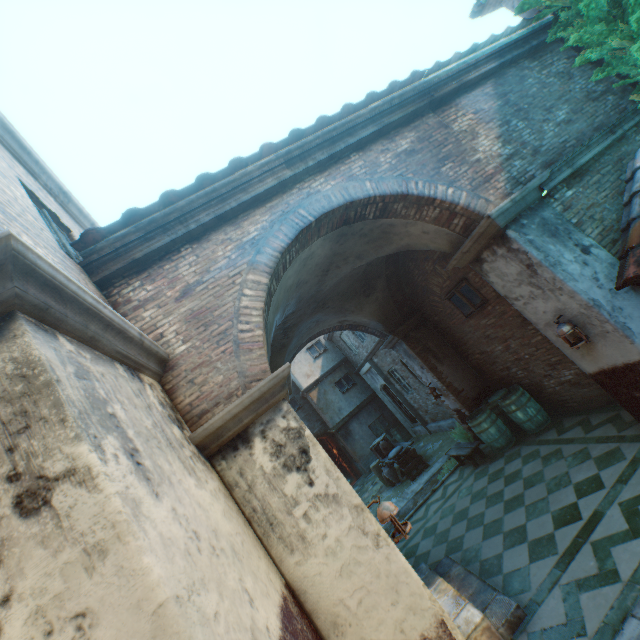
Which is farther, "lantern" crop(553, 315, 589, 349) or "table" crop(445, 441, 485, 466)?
"table" crop(445, 441, 485, 466)

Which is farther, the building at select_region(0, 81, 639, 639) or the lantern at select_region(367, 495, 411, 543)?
the lantern at select_region(367, 495, 411, 543)

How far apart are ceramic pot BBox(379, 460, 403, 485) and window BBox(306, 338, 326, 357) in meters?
7.5

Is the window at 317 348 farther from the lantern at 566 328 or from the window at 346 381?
the lantern at 566 328

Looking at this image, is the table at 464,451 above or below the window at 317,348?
below

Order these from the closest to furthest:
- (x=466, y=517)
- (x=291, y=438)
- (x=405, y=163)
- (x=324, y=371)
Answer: (x=291, y=438), (x=405, y=163), (x=466, y=517), (x=324, y=371)

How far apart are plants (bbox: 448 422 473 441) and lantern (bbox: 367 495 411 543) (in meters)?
6.36

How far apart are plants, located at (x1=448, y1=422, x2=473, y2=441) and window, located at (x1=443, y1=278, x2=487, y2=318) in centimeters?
347cm
